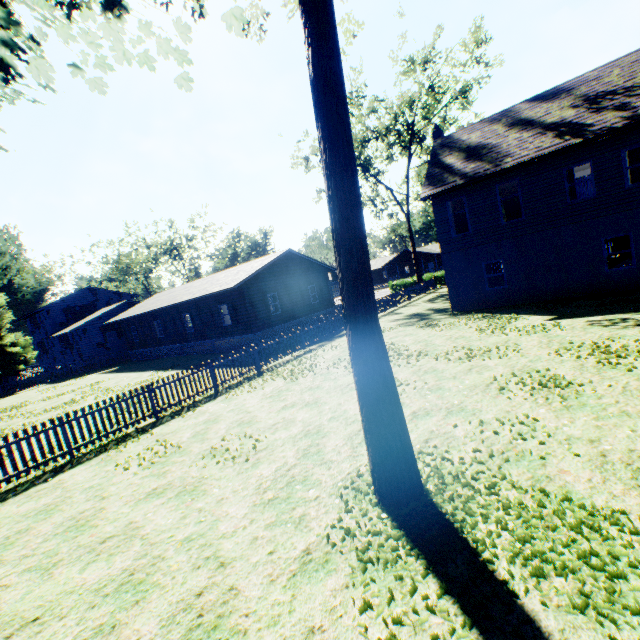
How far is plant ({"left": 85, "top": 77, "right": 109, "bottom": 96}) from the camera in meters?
8.2

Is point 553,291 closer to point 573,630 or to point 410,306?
point 410,306

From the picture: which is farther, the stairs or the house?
the house

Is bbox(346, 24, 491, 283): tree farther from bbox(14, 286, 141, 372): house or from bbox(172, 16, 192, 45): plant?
bbox(14, 286, 141, 372): house

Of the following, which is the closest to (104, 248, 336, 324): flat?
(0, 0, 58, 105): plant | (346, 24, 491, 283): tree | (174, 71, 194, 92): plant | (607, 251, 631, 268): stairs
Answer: (0, 0, 58, 105): plant

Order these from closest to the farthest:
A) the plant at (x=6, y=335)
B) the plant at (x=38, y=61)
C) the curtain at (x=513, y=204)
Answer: the plant at (x=38, y=61) → the curtain at (x=513, y=204) → the plant at (x=6, y=335)

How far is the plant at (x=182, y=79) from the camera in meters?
9.1 m
